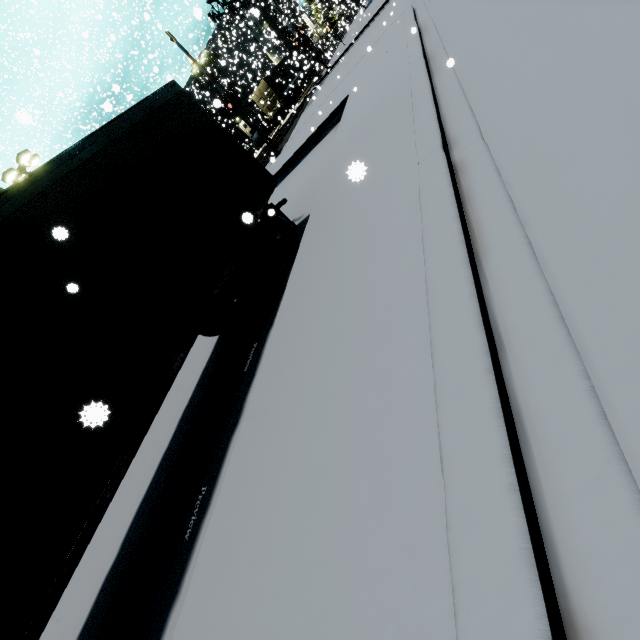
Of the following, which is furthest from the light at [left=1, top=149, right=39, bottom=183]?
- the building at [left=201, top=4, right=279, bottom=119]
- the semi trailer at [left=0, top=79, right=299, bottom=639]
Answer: the building at [left=201, top=4, right=279, bottom=119]

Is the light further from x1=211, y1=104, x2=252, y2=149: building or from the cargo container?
the cargo container

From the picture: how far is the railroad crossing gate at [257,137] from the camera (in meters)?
16.43

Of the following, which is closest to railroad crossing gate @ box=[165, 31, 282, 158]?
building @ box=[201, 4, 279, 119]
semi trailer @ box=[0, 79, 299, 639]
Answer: building @ box=[201, 4, 279, 119]

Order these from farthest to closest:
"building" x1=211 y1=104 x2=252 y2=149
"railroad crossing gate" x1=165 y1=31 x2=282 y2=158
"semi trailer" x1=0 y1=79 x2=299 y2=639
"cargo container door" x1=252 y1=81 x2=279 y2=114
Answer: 1. "building" x1=211 y1=104 x2=252 y2=149
2. "cargo container door" x1=252 y1=81 x2=279 y2=114
3. "railroad crossing gate" x1=165 y1=31 x2=282 y2=158
4. "semi trailer" x1=0 y1=79 x2=299 y2=639

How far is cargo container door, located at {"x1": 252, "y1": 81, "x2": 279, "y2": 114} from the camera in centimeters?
3581cm

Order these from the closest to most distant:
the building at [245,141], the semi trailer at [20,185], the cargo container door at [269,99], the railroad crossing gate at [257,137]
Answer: Result: the semi trailer at [20,185], the railroad crossing gate at [257,137], the cargo container door at [269,99], the building at [245,141]

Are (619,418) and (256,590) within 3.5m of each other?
yes
